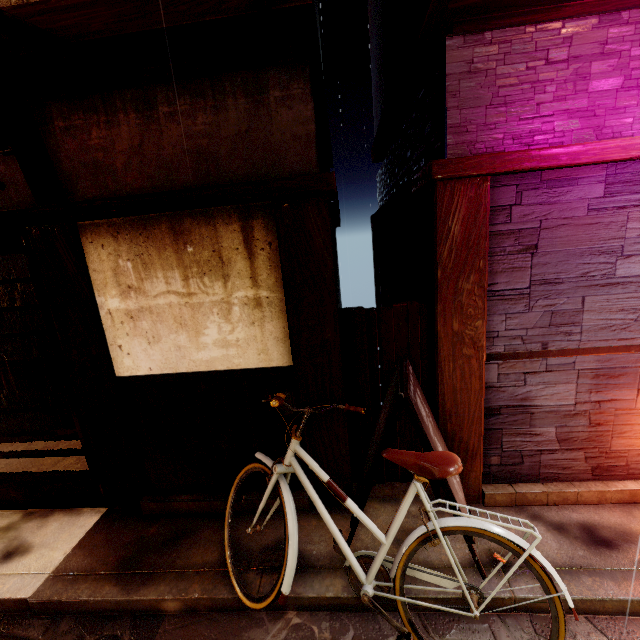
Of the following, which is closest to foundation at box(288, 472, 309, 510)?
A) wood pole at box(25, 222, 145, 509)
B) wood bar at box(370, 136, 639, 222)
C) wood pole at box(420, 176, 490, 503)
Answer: wood pole at box(25, 222, 145, 509)

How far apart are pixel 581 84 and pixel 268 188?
4.5 meters

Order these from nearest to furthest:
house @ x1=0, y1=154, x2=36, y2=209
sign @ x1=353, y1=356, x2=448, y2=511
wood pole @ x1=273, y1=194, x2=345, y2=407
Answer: sign @ x1=353, y1=356, x2=448, y2=511 → wood pole @ x1=273, y1=194, x2=345, y2=407 → house @ x1=0, y1=154, x2=36, y2=209

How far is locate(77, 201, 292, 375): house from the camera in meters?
4.8 m

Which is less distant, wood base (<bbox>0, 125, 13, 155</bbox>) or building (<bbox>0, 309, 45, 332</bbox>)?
wood base (<bbox>0, 125, 13, 155</bbox>)

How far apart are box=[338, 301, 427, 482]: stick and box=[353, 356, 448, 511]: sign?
0.3 meters

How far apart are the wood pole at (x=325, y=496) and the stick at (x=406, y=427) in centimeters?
1cm

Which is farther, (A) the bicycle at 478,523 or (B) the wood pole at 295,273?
(B) the wood pole at 295,273
